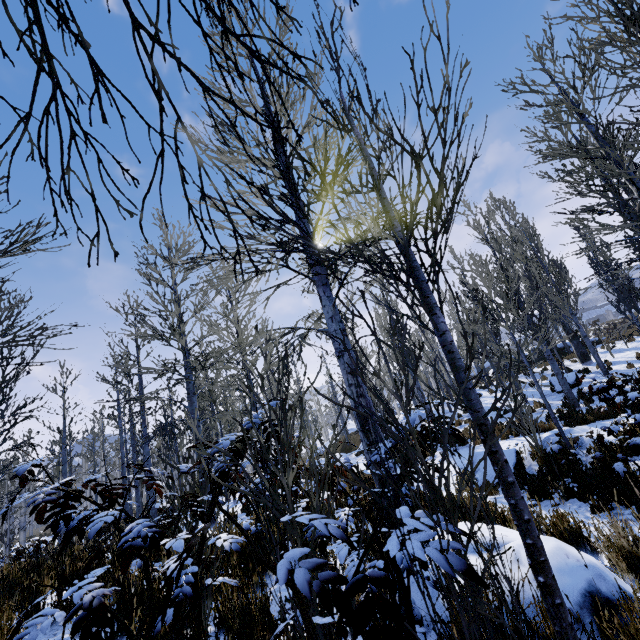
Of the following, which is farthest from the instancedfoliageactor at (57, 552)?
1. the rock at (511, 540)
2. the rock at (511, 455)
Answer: the rock at (511, 455)

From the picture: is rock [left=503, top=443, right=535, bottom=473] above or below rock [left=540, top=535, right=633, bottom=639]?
below

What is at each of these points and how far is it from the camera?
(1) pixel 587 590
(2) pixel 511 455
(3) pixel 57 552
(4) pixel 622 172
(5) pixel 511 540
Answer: (1) rock, 1.8m
(2) rock, 8.5m
(3) instancedfoliageactor, 5.4m
(4) instancedfoliageactor, 4.0m
(5) rock, 2.3m

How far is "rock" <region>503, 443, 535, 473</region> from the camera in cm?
829

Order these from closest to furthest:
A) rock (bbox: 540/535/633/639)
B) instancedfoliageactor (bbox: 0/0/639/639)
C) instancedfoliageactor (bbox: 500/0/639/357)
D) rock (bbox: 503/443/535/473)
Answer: instancedfoliageactor (bbox: 0/0/639/639) → rock (bbox: 540/535/633/639) → instancedfoliageactor (bbox: 500/0/639/357) → rock (bbox: 503/443/535/473)

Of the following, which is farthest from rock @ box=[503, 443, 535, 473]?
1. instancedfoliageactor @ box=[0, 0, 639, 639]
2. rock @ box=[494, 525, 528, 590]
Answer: rock @ box=[494, 525, 528, 590]

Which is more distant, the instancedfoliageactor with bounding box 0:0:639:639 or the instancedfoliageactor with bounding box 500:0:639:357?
the instancedfoliageactor with bounding box 500:0:639:357

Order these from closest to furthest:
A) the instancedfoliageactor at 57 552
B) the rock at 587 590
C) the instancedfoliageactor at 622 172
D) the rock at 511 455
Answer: the instancedfoliageactor at 57 552 → the rock at 587 590 → the instancedfoliageactor at 622 172 → the rock at 511 455
